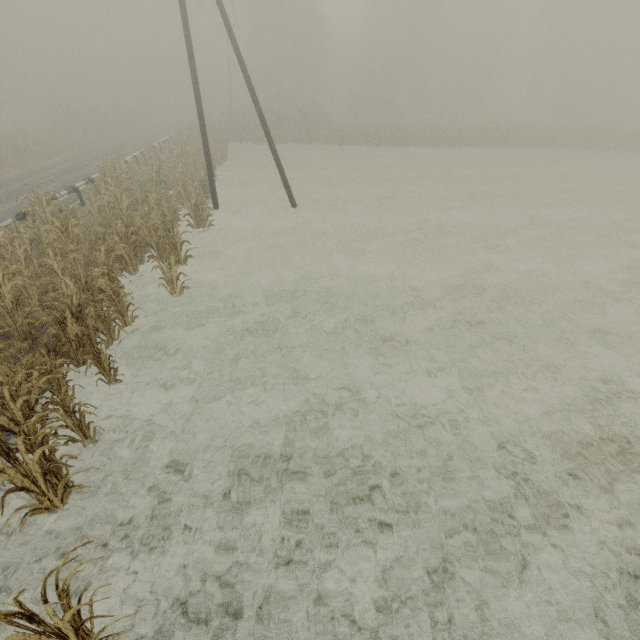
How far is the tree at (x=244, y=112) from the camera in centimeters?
2575cm

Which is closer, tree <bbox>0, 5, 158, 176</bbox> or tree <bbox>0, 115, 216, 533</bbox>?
tree <bbox>0, 115, 216, 533</bbox>

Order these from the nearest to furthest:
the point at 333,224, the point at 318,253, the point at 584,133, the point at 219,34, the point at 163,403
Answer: the point at 163,403 < the point at 318,253 < the point at 333,224 < the point at 584,133 < the point at 219,34

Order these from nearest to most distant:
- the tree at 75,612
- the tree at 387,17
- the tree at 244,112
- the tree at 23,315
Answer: the tree at 75,612, the tree at 23,315, the tree at 244,112, the tree at 387,17

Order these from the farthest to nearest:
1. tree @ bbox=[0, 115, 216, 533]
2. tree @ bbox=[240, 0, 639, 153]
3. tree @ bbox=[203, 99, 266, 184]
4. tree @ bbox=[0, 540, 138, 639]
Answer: tree @ bbox=[240, 0, 639, 153]
tree @ bbox=[203, 99, 266, 184]
tree @ bbox=[0, 115, 216, 533]
tree @ bbox=[0, 540, 138, 639]

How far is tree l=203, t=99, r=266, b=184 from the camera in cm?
2575
